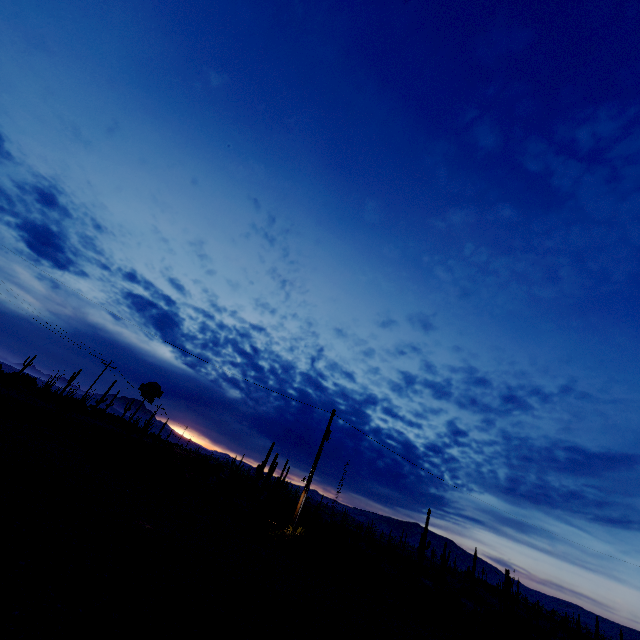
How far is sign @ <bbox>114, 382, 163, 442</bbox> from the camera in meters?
19.6 m

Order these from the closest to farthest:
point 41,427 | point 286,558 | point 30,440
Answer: point 30,440, point 286,558, point 41,427

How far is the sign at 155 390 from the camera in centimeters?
1958cm
